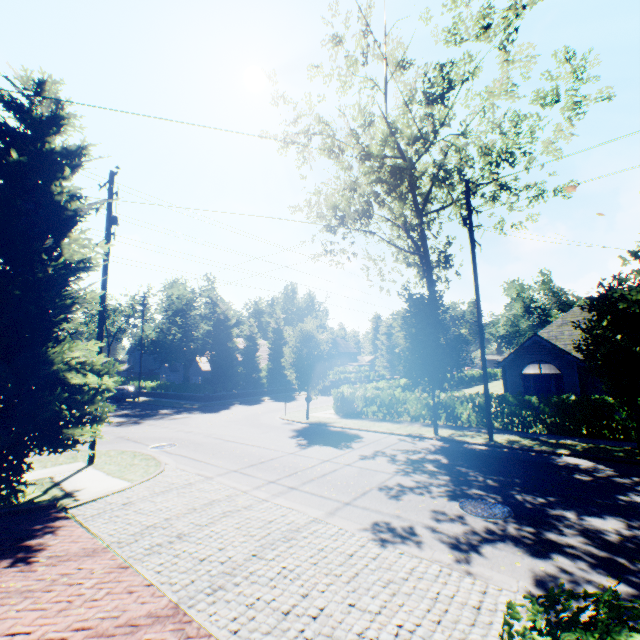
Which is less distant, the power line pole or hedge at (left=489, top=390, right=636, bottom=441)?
the power line pole

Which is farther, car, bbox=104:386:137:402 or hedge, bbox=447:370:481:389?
hedge, bbox=447:370:481:389

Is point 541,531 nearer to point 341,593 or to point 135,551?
point 341,593

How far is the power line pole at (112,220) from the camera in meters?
12.6

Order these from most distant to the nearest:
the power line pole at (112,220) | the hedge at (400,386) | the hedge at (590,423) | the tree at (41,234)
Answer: the hedge at (400,386) → the hedge at (590,423) → the power line pole at (112,220) → the tree at (41,234)

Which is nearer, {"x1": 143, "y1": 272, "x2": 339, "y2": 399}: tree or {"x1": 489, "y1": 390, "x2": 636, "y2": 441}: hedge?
{"x1": 489, "y1": 390, "x2": 636, "y2": 441}: hedge

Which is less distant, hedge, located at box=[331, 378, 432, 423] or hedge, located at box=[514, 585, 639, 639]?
hedge, located at box=[514, 585, 639, 639]

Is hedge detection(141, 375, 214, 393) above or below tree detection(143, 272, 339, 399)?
below
